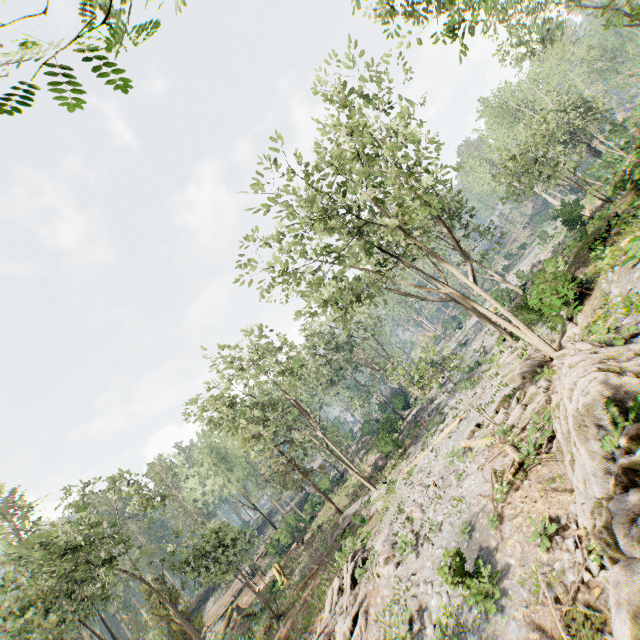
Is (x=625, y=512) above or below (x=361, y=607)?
above

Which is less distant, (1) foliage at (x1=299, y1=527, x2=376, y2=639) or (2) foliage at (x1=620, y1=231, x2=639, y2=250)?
(2) foliage at (x1=620, y1=231, x2=639, y2=250)

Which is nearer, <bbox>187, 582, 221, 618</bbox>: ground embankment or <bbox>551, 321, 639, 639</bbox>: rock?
<bbox>551, 321, 639, 639</bbox>: rock

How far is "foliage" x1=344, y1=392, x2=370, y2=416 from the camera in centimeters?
4246cm

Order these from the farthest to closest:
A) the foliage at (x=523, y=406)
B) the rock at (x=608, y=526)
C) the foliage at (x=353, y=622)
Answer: the foliage at (x=353, y=622), the foliage at (x=523, y=406), the rock at (x=608, y=526)

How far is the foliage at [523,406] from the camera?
12.9m
